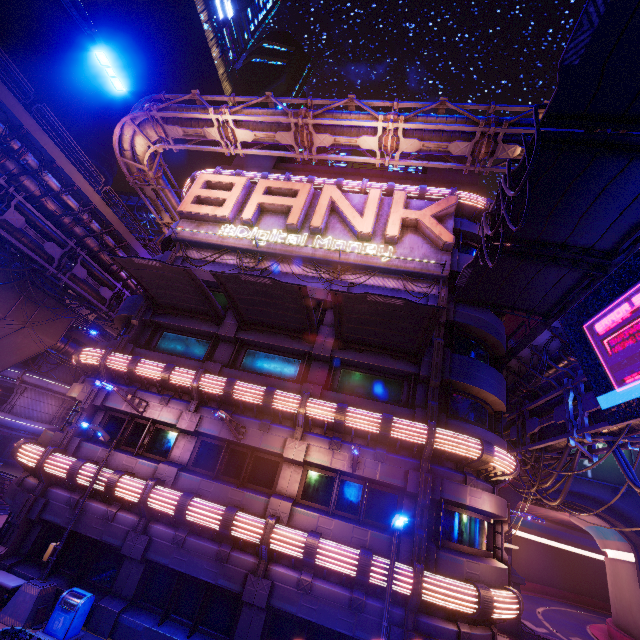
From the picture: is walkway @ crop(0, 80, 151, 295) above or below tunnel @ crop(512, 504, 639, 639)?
above

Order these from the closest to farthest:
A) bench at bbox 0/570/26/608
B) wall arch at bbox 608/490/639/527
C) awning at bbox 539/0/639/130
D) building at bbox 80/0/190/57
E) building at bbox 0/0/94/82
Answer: awning at bbox 539/0/639/130 < bench at bbox 0/570/26/608 < wall arch at bbox 608/490/639/527 < building at bbox 80/0/190/57 < building at bbox 0/0/94/82

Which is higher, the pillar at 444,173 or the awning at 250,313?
the pillar at 444,173

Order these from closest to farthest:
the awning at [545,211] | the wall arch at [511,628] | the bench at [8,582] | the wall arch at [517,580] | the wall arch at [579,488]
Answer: the awning at [545,211] → the bench at [8,582] → the wall arch at [511,628] → the wall arch at [517,580] → the wall arch at [579,488]

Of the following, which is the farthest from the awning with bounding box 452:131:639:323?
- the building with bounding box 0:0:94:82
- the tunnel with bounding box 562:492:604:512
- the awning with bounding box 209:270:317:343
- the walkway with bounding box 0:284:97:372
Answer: the building with bounding box 0:0:94:82

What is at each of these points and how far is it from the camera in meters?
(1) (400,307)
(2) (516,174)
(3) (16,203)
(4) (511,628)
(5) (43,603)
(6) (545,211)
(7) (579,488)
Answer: (1) awning, 11.7 m
(2) awning, 9.4 m
(3) pipe, 18.7 m
(4) wall arch, 25.4 m
(5) street light, 10.8 m
(6) awning, 10.3 m
(7) wall arch, 29.8 m

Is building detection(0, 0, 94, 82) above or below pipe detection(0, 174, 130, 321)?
above

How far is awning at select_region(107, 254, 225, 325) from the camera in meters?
13.6
